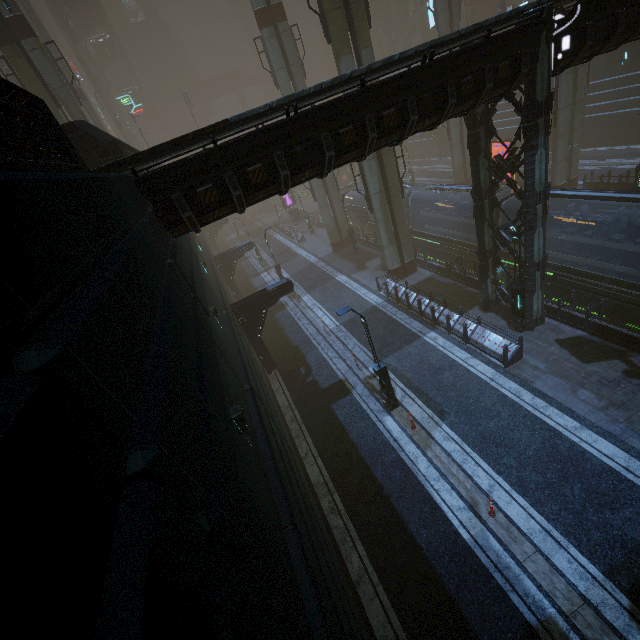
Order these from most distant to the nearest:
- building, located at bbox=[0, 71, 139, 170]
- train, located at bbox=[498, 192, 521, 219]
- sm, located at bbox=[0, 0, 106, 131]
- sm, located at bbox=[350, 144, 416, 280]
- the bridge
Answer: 1. the bridge
2. sm, located at bbox=[350, 144, 416, 280]
3. sm, located at bbox=[0, 0, 106, 131]
4. train, located at bbox=[498, 192, 521, 219]
5. building, located at bbox=[0, 71, 139, 170]

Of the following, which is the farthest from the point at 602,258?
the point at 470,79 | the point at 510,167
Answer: the point at 470,79

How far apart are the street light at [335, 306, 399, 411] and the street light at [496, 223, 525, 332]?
6.6m

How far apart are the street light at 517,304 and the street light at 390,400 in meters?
6.6 m

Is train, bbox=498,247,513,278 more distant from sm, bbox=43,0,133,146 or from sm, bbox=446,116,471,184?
sm, bbox=43,0,133,146

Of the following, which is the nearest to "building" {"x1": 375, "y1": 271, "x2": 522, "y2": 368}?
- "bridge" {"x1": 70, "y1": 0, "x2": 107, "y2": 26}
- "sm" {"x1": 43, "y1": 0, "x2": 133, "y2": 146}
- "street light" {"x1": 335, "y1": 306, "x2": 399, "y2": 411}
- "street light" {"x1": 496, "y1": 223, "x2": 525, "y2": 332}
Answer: "street light" {"x1": 496, "y1": 223, "x2": 525, "y2": 332}

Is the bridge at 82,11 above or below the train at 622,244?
above

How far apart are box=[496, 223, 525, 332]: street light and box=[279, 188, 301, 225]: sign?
36.6m
